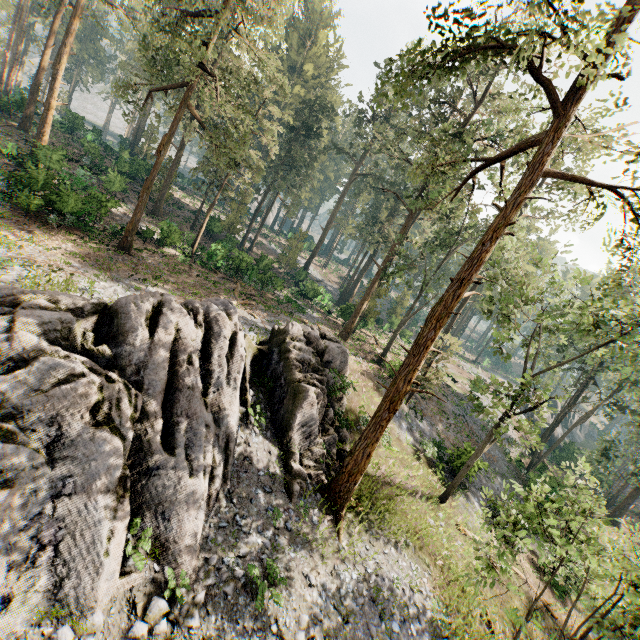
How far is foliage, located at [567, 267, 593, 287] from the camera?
14.94m

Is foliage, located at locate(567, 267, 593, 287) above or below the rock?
above

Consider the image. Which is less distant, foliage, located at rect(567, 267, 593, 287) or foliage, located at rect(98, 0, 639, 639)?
foliage, located at rect(98, 0, 639, 639)

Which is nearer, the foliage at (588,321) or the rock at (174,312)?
the rock at (174,312)

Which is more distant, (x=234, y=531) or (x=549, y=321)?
(x=549, y=321)

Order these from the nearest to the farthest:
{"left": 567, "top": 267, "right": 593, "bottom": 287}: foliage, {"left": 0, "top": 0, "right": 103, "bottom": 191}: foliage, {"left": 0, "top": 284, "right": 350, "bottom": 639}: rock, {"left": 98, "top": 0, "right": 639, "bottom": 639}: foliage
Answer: {"left": 0, "top": 284, "right": 350, "bottom": 639}: rock < {"left": 98, "top": 0, "right": 639, "bottom": 639}: foliage < {"left": 567, "top": 267, "right": 593, "bottom": 287}: foliage < {"left": 0, "top": 0, "right": 103, "bottom": 191}: foliage

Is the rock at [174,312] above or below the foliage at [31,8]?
below
